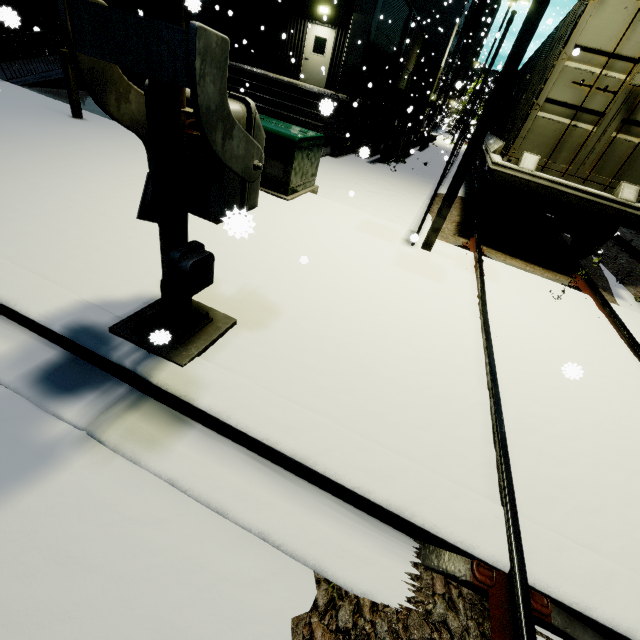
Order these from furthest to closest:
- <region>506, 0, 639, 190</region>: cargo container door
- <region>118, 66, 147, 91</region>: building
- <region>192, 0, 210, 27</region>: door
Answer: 1. <region>118, 66, 147, 91</region>: building
2. <region>506, 0, 639, 190</region>: cargo container door
3. <region>192, 0, 210, 27</region>: door

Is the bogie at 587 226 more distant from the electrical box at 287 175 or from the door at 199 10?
the door at 199 10

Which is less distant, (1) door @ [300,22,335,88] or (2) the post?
(2) the post

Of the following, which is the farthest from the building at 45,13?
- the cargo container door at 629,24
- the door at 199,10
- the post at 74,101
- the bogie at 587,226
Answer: the bogie at 587,226

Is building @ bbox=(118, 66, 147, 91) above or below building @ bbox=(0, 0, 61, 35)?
below

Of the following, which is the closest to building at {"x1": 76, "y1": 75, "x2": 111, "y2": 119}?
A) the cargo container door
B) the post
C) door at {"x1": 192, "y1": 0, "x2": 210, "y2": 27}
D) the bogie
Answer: door at {"x1": 192, "y1": 0, "x2": 210, "y2": 27}

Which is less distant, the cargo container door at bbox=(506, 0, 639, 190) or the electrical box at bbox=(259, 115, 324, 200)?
the cargo container door at bbox=(506, 0, 639, 190)

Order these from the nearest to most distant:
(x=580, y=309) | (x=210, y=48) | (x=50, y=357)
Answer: (x=210, y=48), (x=50, y=357), (x=580, y=309)
